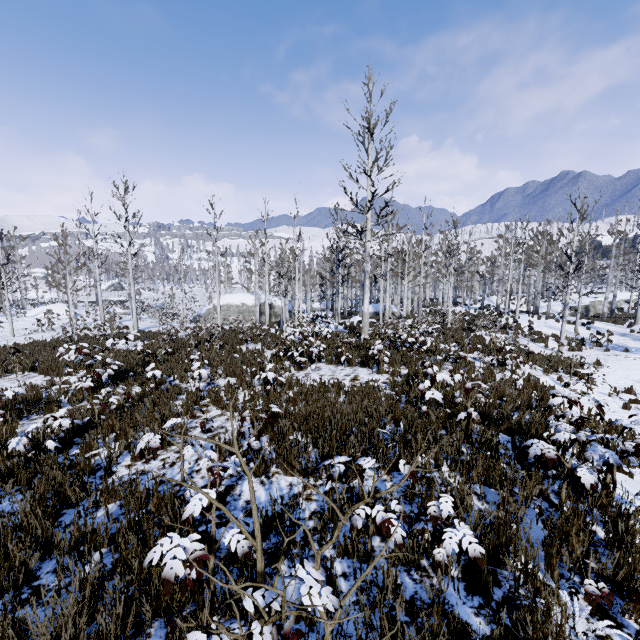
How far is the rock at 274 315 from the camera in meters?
36.5 m

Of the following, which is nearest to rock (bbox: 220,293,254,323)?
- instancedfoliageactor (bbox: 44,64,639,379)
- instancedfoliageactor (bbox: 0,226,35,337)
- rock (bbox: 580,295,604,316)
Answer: instancedfoliageactor (bbox: 0,226,35,337)

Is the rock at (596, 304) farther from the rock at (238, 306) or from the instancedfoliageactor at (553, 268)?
the rock at (238, 306)

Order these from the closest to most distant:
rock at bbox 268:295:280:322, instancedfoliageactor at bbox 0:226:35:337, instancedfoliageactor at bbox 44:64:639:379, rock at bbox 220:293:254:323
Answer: instancedfoliageactor at bbox 44:64:639:379
instancedfoliageactor at bbox 0:226:35:337
rock at bbox 220:293:254:323
rock at bbox 268:295:280:322

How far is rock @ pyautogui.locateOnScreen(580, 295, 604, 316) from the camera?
35.28m

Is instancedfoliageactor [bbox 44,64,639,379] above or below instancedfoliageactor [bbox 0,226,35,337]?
below

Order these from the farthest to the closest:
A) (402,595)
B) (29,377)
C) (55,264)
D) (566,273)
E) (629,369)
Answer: (55,264), (566,273), (629,369), (29,377), (402,595)

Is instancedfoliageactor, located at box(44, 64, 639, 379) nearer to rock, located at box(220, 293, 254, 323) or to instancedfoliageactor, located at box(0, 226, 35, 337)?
instancedfoliageactor, located at box(0, 226, 35, 337)
